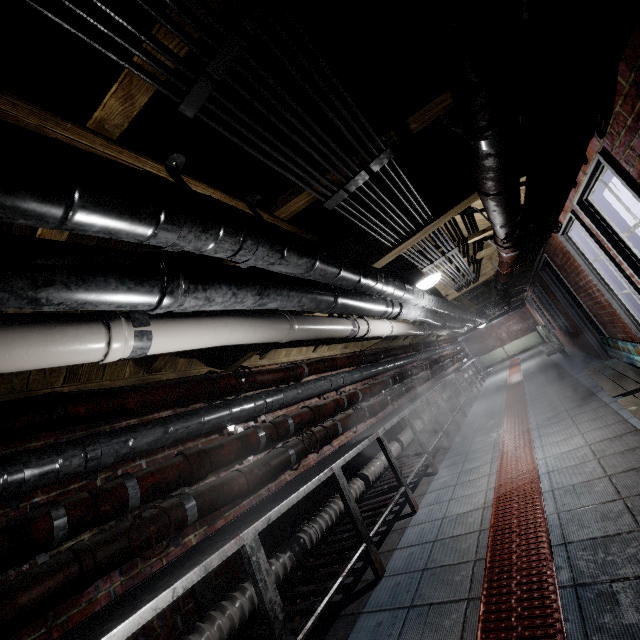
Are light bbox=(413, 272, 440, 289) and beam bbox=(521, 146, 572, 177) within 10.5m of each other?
yes

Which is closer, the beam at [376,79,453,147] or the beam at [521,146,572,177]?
the beam at [376,79,453,147]

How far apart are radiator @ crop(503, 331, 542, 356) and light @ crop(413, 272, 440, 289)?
14.5m

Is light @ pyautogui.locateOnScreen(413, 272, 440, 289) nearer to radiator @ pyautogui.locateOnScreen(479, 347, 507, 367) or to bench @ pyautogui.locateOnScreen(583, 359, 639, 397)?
bench @ pyautogui.locateOnScreen(583, 359, 639, 397)

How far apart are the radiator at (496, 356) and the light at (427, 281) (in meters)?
14.49

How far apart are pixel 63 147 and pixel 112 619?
1.8m

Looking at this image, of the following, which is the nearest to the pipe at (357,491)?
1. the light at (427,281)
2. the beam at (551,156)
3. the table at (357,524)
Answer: the table at (357,524)

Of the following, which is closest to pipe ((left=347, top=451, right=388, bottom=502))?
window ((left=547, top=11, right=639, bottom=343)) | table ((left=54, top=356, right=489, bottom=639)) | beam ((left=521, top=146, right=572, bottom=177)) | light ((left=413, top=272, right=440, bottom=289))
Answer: table ((left=54, top=356, right=489, bottom=639))
